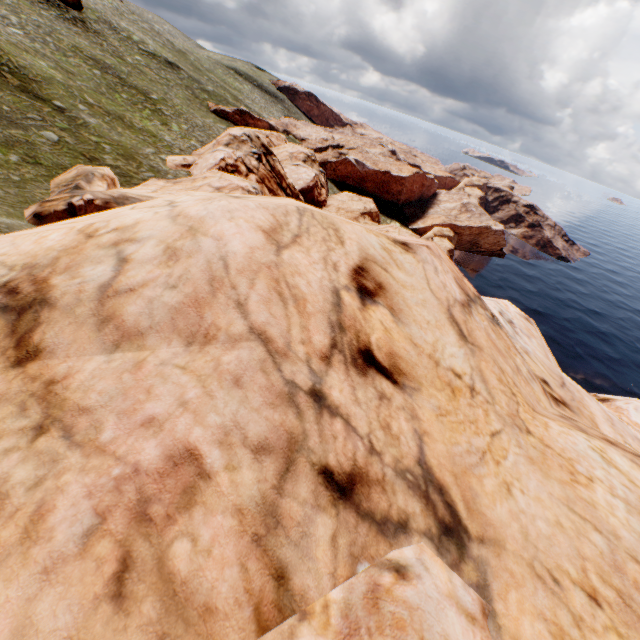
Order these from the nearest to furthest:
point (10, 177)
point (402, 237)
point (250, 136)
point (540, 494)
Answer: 1. point (540, 494)
2. point (402, 237)
3. point (10, 177)
4. point (250, 136)
